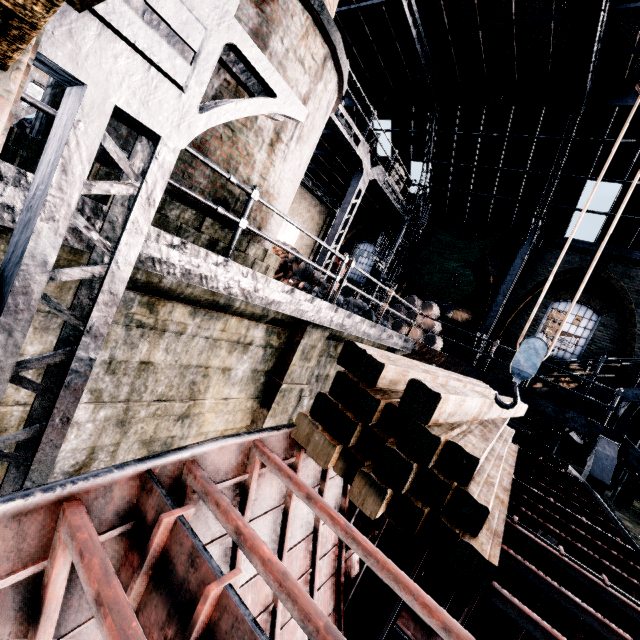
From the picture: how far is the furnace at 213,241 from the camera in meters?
4.5

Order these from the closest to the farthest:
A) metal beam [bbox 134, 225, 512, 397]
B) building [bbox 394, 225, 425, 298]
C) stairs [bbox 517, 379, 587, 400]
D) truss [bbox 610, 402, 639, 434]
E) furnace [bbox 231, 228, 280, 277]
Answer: metal beam [bbox 134, 225, 512, 397] → furnace [bbox 231, 228, 280, 277] → stairs [bbox 517, 379, 587, 400] → truss [bbox 610, 402, 639, 434] → building [bbox 394, 225, 425, 298]

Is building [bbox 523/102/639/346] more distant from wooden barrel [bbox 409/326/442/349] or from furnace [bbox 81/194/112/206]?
furnace [bbox 81/194/112/206]

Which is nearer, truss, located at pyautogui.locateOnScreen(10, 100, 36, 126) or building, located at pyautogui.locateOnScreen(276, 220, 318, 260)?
truss, located at pyautogui.locateOnScreen(10, 100, 36, 126)

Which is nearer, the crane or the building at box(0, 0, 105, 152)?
the building at box(0, 0, 105, 152)

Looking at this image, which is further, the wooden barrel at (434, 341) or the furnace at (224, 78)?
the wooden barrel at (434, 341)

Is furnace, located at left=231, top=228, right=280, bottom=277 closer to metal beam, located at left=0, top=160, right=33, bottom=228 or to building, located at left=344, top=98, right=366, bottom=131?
metal beam, located at left=0, top=160, right=33, bottom=228

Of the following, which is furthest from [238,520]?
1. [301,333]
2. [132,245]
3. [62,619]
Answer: [301,333]
